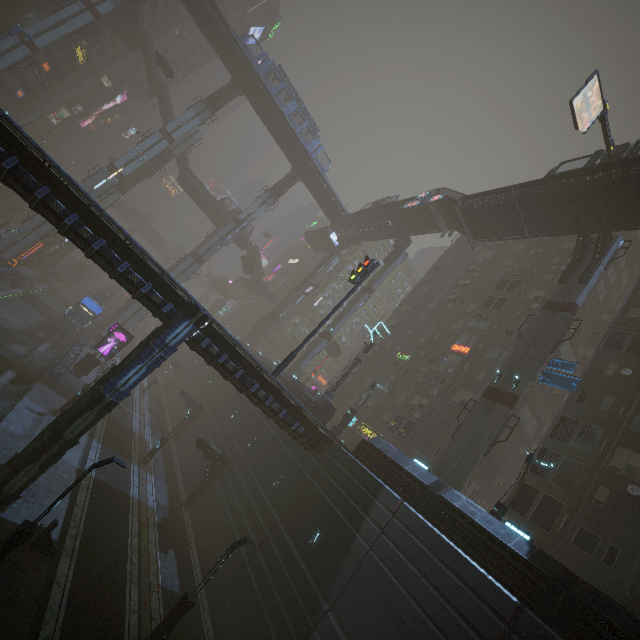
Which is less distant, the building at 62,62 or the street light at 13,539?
the street light at 13,539

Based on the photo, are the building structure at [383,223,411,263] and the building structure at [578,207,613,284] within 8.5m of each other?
no

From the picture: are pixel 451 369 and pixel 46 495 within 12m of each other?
no

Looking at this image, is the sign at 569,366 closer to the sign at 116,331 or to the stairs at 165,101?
the sign at 116,331

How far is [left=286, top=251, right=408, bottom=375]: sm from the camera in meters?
41.8 m

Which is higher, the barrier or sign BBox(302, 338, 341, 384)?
sign BBox(302, 338, 341, 384)

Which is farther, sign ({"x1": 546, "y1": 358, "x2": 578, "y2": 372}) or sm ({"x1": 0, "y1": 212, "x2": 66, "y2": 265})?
sm ({"x1": 0, "y1": 212, "x2": 66, "y2": 265})

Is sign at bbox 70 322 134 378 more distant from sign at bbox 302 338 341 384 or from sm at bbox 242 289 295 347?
sign at bbox 302 338 341 384
